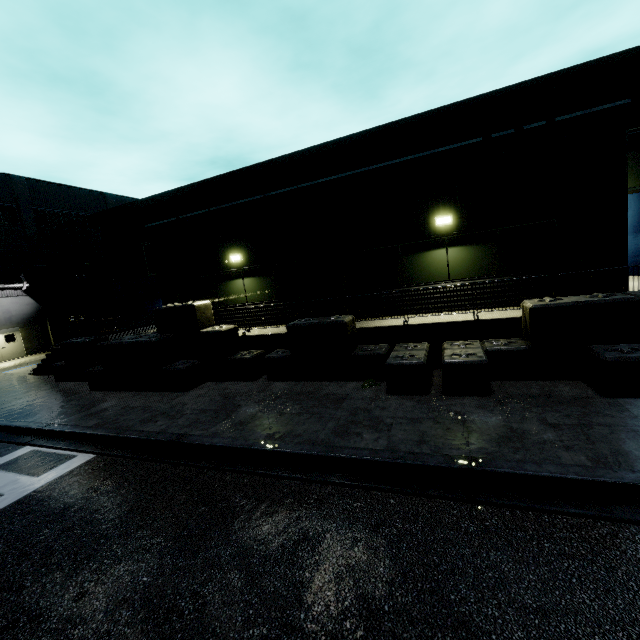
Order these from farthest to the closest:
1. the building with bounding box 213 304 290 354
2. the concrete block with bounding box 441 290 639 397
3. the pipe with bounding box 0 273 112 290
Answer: the pipe with bounding box 0 273 112 290 < the building with bounding box 213 304 290 354 < the concrete block with bounding box 441 290 639 397

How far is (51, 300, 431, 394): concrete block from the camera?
9.0 meters

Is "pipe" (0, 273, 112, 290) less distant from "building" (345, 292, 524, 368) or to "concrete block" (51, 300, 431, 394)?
"building" (345, 292, 524, 368)

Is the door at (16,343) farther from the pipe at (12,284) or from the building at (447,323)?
the pipe at (12,284)

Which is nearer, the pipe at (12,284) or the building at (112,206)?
the building at (112,206)

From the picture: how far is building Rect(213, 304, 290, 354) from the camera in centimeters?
1133cm

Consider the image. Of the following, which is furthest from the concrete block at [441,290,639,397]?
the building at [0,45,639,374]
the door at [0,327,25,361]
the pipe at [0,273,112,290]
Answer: the door at [0,327,25,361]

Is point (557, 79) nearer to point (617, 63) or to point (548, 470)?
point (617, 63)
